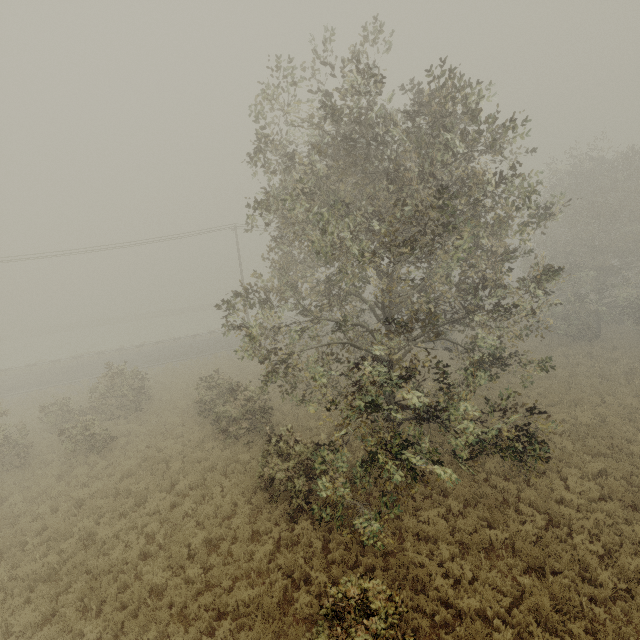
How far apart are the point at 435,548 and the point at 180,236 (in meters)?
24.56
